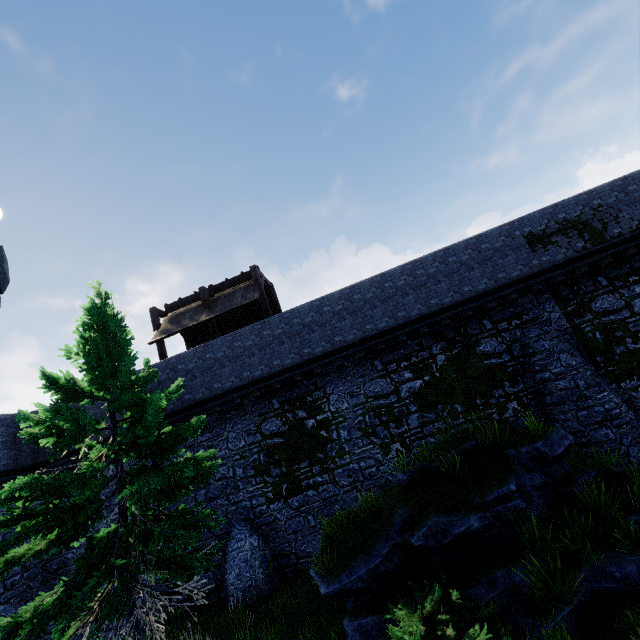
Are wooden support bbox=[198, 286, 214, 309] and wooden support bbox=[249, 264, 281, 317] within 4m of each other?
yes

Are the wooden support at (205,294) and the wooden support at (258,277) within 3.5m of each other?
yes

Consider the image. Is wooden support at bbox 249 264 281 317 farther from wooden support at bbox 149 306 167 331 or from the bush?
the bush

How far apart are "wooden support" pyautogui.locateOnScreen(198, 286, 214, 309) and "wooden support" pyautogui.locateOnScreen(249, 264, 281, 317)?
2.59m

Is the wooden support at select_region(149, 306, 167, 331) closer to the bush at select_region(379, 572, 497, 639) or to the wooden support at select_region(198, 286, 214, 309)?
the wooden support at select_region(198, 286, 214, 309)

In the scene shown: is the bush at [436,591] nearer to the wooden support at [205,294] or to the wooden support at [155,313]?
the wooden support at [205,294]

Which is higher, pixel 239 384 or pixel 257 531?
pixel 239 384
